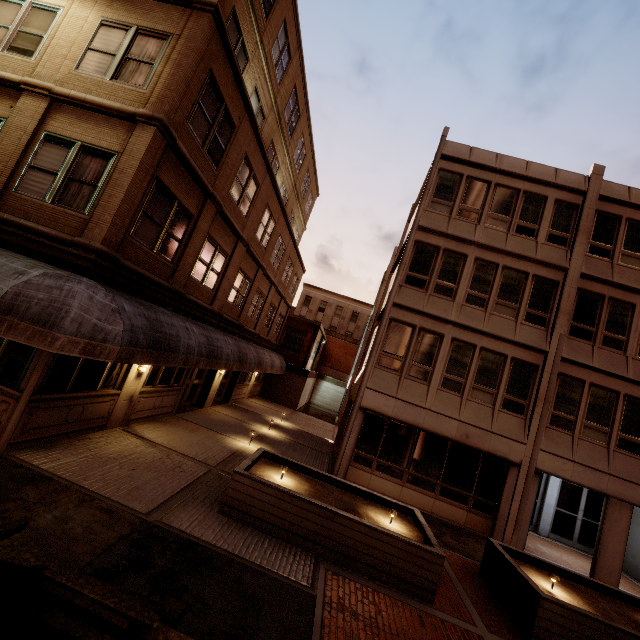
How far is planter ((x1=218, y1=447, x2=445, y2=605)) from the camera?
6.9 meters

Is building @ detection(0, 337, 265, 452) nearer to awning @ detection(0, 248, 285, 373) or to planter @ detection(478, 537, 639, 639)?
awning @ detection(0, 248, 285, 373)

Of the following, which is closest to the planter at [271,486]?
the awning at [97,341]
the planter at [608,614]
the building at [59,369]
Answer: the planter at [608,614]

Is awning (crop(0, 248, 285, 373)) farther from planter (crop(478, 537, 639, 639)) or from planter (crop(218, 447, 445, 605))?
planter (crop(478, 537, 639, 639))

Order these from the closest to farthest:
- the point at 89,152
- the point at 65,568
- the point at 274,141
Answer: the point at 65,568
the point at 89,152
the point at 274,141

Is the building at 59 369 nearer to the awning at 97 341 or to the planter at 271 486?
the awning at 97 341

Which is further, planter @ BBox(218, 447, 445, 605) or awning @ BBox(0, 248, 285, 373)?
planter @ BBox(218, 447, 445, 605)
